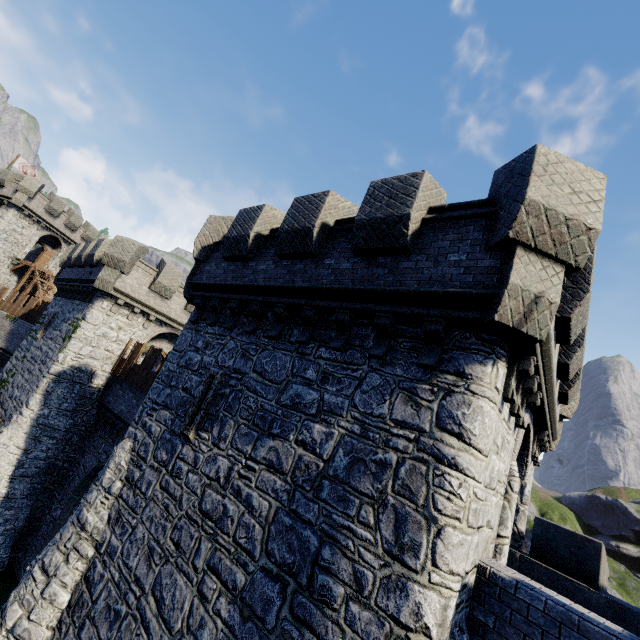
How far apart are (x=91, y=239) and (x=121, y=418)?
34.4m

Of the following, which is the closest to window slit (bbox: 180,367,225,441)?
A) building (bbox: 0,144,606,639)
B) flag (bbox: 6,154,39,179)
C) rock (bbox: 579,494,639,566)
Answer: building (bbox: 0,144,606,639)

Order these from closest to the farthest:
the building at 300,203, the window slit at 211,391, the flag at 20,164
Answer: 1. the building at 300,203
2. the window slit at 211,391
3. the flag at 20,164

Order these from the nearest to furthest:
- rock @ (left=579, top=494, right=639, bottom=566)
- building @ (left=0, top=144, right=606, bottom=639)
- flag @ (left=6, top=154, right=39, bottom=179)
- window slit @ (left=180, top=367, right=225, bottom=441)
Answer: building @ (left=0, top=144, right=606, bottom=639), window slit @ (left=180, top=367, right=225, bottom=441), flag @ (left=6, top=154, right=39, bottom=179), rock @ (left=579, top=494, right=639, bottom=566)

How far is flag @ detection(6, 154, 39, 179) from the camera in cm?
3790

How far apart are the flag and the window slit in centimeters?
4751cm

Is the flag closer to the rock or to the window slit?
the window slit

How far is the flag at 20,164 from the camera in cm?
3790
